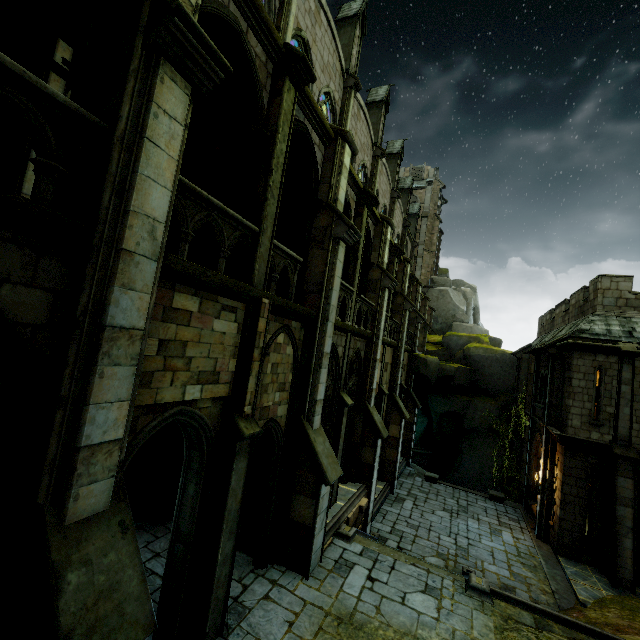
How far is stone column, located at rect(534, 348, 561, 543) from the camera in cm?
1580

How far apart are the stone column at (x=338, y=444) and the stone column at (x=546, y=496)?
11.4 meters

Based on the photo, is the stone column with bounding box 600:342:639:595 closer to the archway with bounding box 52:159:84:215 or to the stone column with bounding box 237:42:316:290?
the archway with bounding box 52:159:84:215

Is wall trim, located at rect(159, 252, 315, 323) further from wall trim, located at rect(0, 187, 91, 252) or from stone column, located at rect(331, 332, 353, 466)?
stone column, located at rect(331, 332, 353, 466)

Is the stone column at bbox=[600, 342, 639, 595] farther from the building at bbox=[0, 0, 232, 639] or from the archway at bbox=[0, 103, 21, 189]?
the archway at bbox=[0, 103, 21, 189]

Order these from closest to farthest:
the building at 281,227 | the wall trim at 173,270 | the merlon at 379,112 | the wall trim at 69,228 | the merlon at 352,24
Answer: the wall trim at 69,228 < the wall trim at 173,270 < the building at 281,227 < the merlon at 352,24 < the merlon at 379,112

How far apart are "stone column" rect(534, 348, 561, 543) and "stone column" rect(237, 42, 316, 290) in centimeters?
1662cm

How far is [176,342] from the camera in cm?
502
